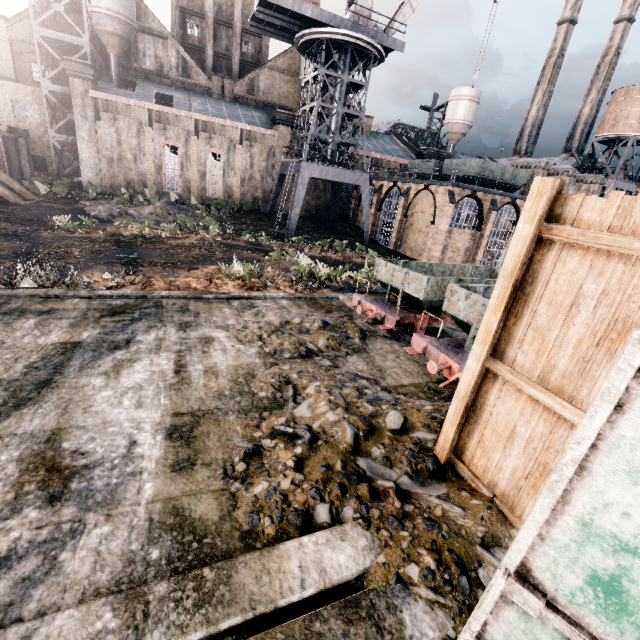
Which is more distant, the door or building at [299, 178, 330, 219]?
building at [299, 178, 330, 219]

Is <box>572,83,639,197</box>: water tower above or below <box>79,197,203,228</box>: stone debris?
above

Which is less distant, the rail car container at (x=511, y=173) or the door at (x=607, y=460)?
the door at (x=607, y=460)

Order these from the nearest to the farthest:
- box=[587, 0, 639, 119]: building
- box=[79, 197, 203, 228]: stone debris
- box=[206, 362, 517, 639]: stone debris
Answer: box=[206, 362, 517, 639]: stone debris
box=[79, 197, 203, 228]: stone debris
box=[587, 0, 639, 119]: building

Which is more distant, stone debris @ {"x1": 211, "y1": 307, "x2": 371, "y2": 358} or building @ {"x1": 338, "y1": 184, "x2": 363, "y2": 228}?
building @ {"x1": 338, "y1": 184, "x2": 363, "y2": 228}

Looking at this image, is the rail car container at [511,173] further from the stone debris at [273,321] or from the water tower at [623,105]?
the stone debris at [273,321]

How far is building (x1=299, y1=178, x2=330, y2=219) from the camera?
46.3 meters

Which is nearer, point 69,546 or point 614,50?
point 69,546
